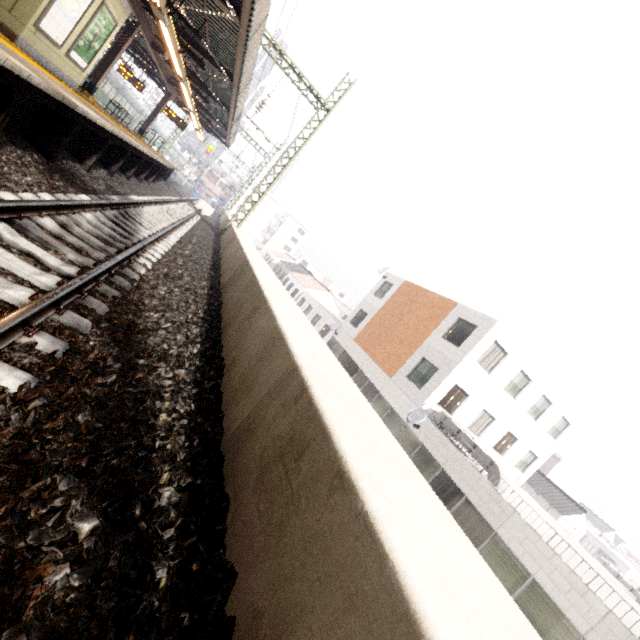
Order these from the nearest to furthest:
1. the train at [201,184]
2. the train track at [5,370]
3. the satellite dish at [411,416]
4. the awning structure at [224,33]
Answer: the train track at [5,370]
the awning structure at [224,33]
the satellite dish at [411,416]
the train at [201,184]

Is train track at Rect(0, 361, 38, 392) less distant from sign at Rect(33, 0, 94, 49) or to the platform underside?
the platform underside

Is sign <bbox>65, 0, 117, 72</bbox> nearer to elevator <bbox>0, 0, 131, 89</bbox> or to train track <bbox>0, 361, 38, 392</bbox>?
elevator <bbox>0, 0, 131, 89</bbox>

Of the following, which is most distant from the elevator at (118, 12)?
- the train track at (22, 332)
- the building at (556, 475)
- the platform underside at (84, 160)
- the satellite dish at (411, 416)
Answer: the building at (556, 475)

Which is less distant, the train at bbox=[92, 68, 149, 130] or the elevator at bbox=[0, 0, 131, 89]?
the elevator at bbox=[0, 0, 131, 89]

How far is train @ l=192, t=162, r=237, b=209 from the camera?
35.44m

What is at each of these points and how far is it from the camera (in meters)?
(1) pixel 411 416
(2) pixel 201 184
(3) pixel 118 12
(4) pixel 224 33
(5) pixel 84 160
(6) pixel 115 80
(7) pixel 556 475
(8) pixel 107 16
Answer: (1) satellite dish, 15.81
(2) train, 35.47
(3) elevator, 9.45
(4) awning structure, 10.08
(5) platform underside, 7.95
(6) train, 31.77
(7) building, 32.78
(8) sign, 9.12

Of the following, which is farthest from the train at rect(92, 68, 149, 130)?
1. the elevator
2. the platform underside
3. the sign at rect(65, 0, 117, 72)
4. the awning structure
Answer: the platform underside
